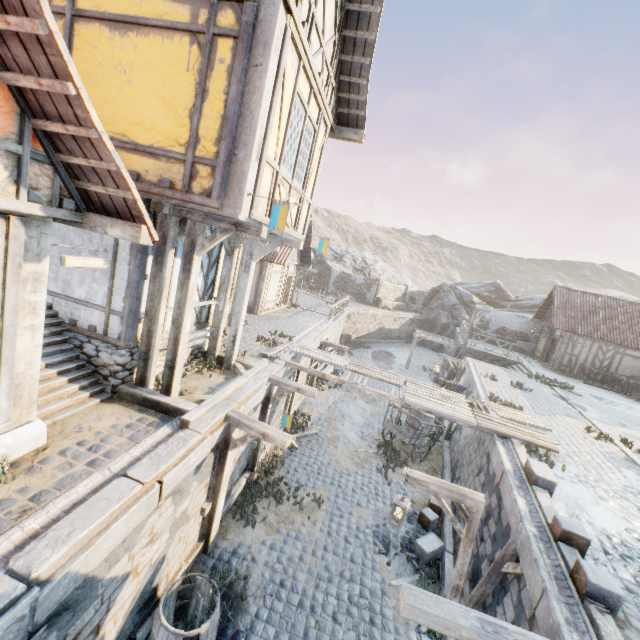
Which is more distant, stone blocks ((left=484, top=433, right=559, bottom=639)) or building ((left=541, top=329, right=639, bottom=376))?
building ((left=541, top=329, right=639, bottom=376))

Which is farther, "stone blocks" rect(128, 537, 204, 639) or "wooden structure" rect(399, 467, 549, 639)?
"stone blocks" rect(128, 537, 204, 639)

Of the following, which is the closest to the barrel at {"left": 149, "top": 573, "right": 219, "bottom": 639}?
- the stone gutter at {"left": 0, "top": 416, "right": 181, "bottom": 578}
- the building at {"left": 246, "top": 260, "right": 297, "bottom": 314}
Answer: the stone gutter at {"left": 0, "top": 416, "right": 181, "bottom": 578}

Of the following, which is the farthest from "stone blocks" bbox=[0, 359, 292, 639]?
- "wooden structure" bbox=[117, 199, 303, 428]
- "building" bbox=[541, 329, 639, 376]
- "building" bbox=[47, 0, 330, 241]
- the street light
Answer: the street light

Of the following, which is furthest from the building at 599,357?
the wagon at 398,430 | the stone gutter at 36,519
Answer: the stone gutter at 36,519

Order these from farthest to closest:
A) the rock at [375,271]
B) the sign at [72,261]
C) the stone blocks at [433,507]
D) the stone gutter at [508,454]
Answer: the rock at [375,271], the stone blocks at [433,507], the sign at [72,261], the stone gutter at [508,454]

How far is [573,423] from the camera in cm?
1198

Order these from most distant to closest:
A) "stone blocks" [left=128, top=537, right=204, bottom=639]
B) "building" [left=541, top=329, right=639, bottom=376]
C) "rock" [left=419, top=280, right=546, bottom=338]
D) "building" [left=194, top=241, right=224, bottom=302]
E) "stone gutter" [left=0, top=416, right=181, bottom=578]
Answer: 1. "rock" [left=419, top=280, right=546, bottom=338]
2. "building" [left=541, top=329, right=639, bottom=376]
3. "building" [left=194, top=241, right=224, bottom=302]
4. "stone blocks" [left=128, top=537, right=204, bottom=639]
5. "stone gutter" [left=0, top=416, right=181, bottom=578]
